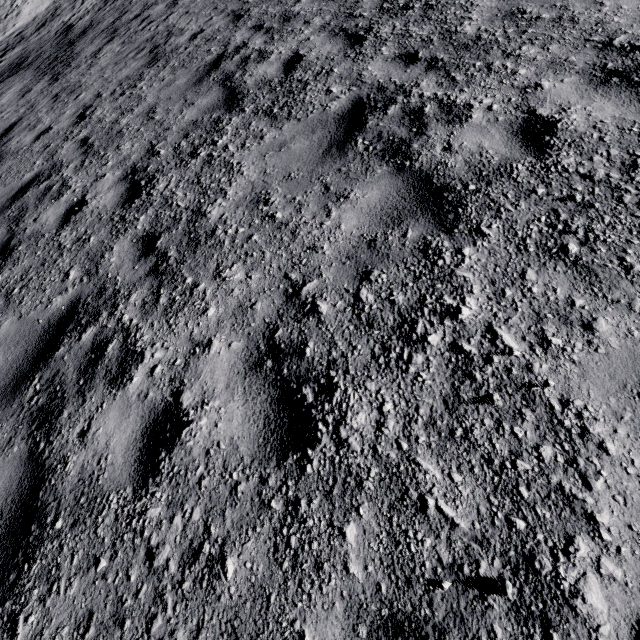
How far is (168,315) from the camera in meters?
3.0
